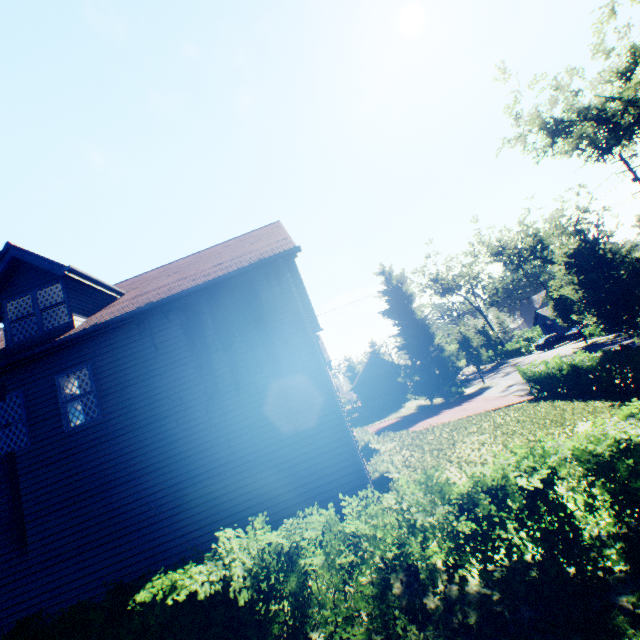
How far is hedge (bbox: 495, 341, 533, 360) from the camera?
44.53m

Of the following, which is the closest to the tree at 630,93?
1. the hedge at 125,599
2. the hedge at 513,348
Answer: the hedge at 513,348

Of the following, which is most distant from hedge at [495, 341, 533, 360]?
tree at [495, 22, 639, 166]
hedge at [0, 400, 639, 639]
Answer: hedge at [0, 400, 639, 639]

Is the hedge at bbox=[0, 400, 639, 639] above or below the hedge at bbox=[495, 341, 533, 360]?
above

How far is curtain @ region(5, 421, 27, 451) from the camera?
8.9 meters

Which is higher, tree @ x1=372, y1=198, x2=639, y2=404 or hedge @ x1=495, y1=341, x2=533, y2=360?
tree @ x1=372, y1=198, x2=639, y2=404

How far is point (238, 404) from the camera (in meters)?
8.46

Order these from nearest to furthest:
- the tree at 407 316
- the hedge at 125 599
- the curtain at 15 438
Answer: the hedge at 125 599 < the curtain at 15 438 < the tree at 407 316
